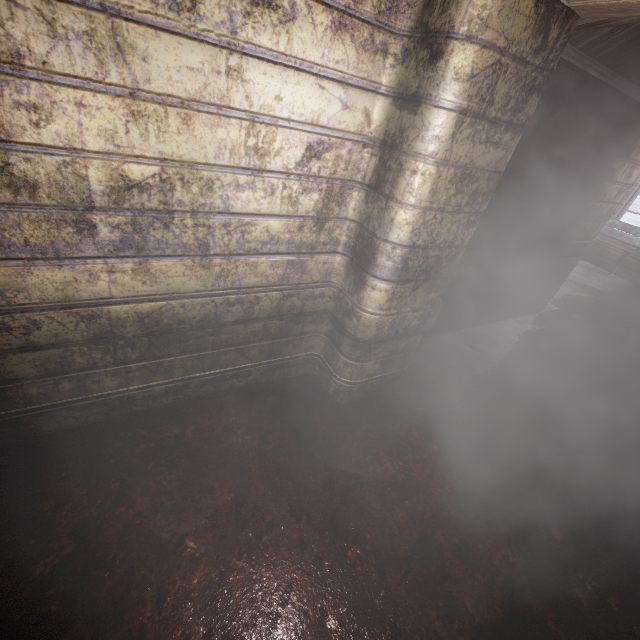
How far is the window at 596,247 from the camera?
6.0m

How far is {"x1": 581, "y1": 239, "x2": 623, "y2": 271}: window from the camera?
6.04m

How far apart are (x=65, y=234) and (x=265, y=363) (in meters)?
1.16

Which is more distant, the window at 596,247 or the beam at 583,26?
the window at 596,247

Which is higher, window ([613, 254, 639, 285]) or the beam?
the beam

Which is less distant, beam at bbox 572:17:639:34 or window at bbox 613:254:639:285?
beam at bbox 572:17:639:34
